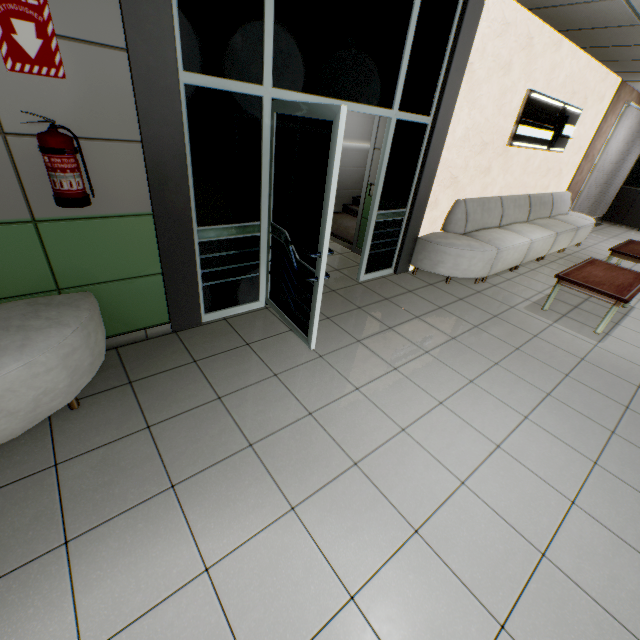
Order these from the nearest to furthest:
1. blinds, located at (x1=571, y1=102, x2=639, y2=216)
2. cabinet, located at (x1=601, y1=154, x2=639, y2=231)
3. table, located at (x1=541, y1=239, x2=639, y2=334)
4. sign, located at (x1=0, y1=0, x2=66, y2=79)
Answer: sign, located at (x1=0, y1=0, x2=66, y2=79) < table, located at (x1=541, y1=239, x2=639, y2=334) < blinds, located at (x1=571, y1=102, x2=639, y2=216) < cabinet, located at (x1=601, y1=154, x2=639, y2=231)

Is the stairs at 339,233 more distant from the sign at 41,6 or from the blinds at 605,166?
the sign at 41,6

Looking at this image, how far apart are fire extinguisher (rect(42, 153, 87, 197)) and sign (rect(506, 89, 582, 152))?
5.7m

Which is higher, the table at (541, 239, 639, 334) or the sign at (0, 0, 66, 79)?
the sign at (0, 0, 66, 79)

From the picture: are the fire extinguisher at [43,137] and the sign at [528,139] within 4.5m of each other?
no

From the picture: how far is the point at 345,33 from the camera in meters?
2.8

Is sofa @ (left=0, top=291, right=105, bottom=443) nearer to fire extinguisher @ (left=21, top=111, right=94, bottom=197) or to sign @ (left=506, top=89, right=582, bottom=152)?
fire extinguisher @ (left=21, top=111, right=94, bottom=197)
